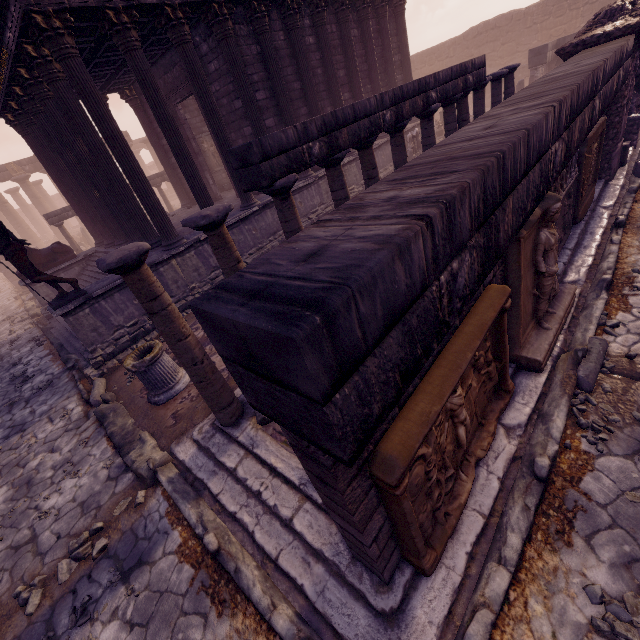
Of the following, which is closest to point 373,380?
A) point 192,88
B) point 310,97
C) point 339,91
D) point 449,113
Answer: point 449,113

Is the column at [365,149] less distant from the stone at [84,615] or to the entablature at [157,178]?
the stone at [84,615]

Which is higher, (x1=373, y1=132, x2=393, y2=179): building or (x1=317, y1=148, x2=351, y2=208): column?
(x1=317, y1=148, x2=351, y2=208): column

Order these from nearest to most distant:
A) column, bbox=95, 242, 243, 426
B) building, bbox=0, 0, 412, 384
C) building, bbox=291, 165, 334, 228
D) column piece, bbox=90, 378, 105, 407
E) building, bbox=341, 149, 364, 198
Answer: column, bbox=95, 242, 243, 426 → column piece, bbox=90, 378, 105, 407 → building, bbox=0, 0, 412, 384 → building, bbox=291, 165, 334, 228 → building, bbox=341, 149, 364, 198

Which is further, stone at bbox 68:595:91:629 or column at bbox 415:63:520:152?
column at bbox 415:63:520:152

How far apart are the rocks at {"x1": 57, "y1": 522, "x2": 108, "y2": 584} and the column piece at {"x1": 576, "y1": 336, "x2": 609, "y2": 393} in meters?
6.1

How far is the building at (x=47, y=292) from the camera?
12.0m

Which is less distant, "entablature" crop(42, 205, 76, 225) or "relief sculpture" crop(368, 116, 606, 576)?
"relief sculpture" crop(368, 116, 606, 576)
